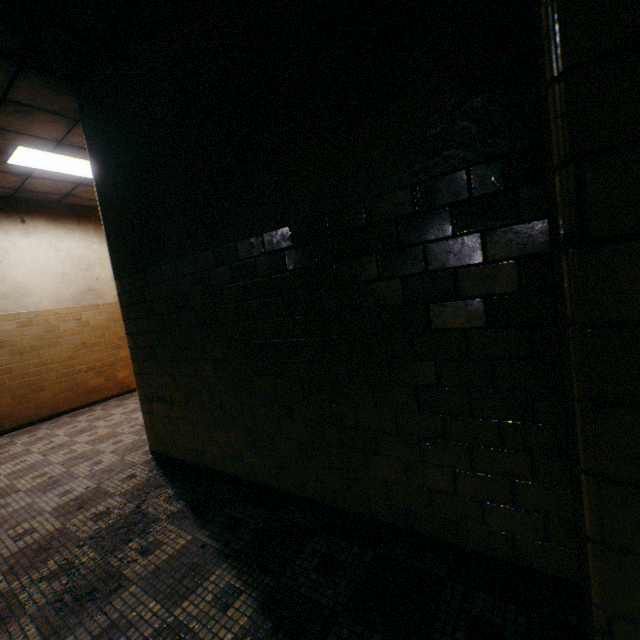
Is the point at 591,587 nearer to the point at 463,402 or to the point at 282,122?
the point at 463,402
